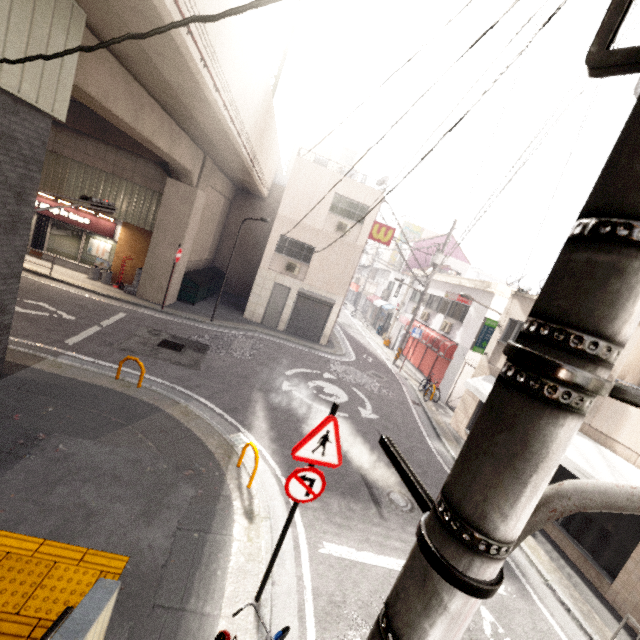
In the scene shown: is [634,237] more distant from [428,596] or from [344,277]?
[344,277]

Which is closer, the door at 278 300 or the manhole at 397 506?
the manhole at 397 506

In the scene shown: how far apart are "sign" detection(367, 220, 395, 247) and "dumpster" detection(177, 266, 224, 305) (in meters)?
9.03

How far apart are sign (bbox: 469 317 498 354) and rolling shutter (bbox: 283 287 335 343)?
7.6 meters

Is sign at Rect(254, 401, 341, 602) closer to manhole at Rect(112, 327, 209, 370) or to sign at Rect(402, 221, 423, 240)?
manhole at Rect(112, 327, 209, 370)

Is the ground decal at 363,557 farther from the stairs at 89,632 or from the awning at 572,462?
the awning at 572,462

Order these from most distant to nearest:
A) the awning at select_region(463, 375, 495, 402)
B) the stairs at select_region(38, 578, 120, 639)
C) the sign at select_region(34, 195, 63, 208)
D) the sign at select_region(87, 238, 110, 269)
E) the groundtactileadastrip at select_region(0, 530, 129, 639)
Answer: the sign at select_region(87, 238, 110, 269)
the sign at select_region(34, 195, 63, 208)
the awning at select_region(463, 375, 495, 402)
the groundtactileadastrip at select_region(0, 530, 129, 639)
the stairs at select_region(38, 578, 120, 639)

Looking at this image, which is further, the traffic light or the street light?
the traffic light
